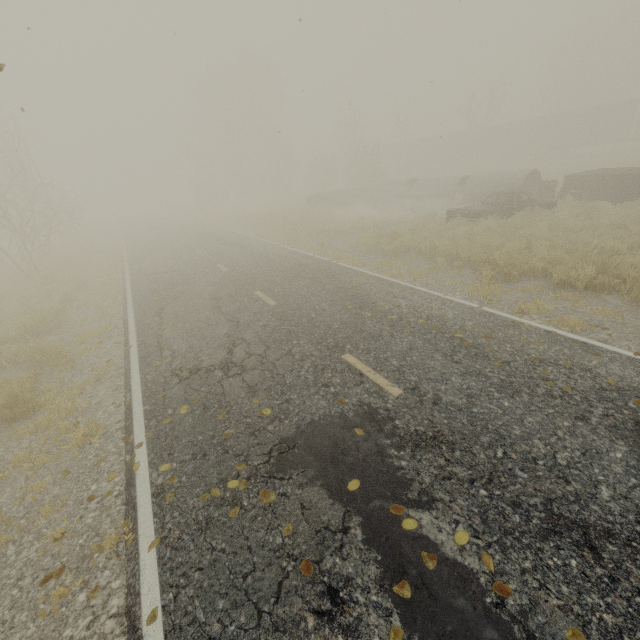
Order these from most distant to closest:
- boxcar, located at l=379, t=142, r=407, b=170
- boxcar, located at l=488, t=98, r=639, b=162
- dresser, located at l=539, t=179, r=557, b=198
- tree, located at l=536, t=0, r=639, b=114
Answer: boxcar, located at l=379, t=142, r=407, b=170, tree, located at l=536, t=0, r=639, b=114, boxcar, located at l=488, t=98, r=639, b=162, dresser, located at l=539, t=179, r=557, b=198

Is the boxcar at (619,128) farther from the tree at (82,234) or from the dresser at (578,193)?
the tree at (82,234)

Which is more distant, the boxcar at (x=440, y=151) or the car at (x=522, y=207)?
the boxcar at (x=440, y=151)

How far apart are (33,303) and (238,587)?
14.54m

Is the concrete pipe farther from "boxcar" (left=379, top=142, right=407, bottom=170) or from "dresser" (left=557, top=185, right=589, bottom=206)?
"boxcar" (left=379, top=142, right=407, bottom=170)

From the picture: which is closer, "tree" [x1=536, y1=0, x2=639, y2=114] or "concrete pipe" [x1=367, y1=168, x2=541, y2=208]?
"concrete pipe" [x1=367, y1=168, x2=541, y2=208]

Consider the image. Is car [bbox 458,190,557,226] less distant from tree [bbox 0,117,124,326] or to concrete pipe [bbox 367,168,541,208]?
concrete pipe [bbox 367,168,541,208]

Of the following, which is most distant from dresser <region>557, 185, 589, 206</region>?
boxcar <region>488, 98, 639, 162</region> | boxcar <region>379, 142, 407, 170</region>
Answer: boxcar <region>379, 142, 407, 170</region>
